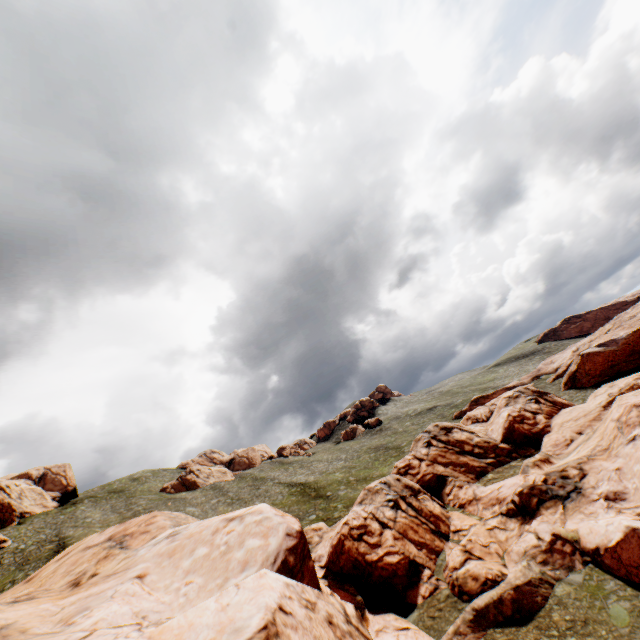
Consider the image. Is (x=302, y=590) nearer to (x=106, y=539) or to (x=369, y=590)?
(x=106, y=539)

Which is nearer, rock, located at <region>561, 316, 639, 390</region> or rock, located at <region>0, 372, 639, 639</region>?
rock, located at <region>0, 372, 639, 639</region>

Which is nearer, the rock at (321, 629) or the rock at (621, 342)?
the rock at (321, 629)
